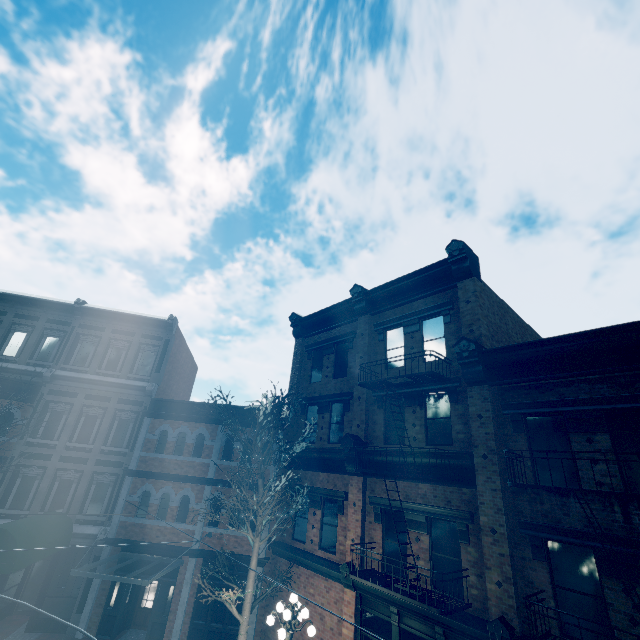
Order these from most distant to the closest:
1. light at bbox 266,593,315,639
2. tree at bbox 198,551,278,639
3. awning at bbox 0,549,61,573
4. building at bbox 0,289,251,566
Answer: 1. building at bbox 0,289,251,566
2. awning at bbox 0,549,61,573
3. tree at bbox 198,551,278,639
4. light at bbox 266,593,315,639

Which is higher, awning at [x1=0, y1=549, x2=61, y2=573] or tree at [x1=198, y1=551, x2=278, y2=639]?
awning at [x1=0, y1=549, x2=61, y2=573]

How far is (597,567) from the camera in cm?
725

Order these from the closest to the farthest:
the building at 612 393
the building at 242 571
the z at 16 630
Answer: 1. the building at 612 393
2. the z at 16 630
3. the building at 242 571

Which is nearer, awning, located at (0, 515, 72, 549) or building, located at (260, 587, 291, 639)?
awning, located at (0, 515, 72, 549)

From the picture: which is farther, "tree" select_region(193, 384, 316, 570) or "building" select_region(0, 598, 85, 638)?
"building" select_region(0, 598, 85, 638)

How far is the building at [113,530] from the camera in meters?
14.4 m
